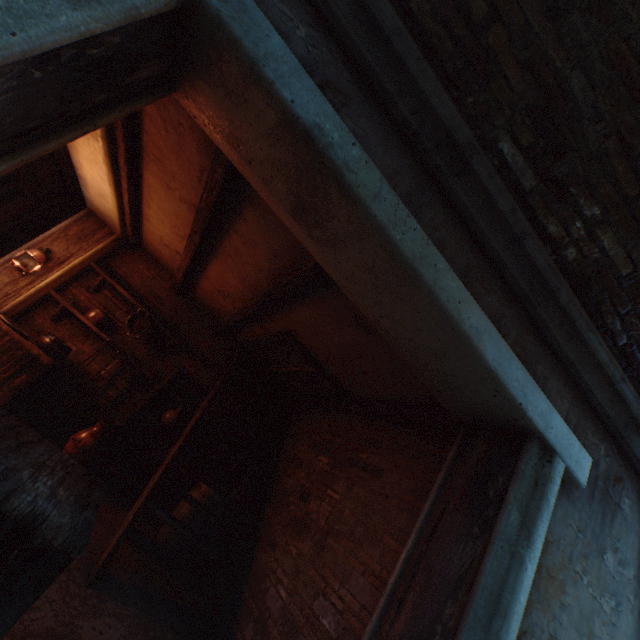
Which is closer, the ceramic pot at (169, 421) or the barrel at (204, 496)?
the barrel at (204, 496)

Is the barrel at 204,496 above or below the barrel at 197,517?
above

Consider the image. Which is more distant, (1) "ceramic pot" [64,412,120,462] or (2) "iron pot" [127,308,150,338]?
(2) "iron pot" [127,308,150,338]

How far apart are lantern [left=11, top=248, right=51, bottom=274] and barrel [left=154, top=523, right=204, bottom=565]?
3.9 meters

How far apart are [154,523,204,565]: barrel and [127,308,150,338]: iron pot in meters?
2.5

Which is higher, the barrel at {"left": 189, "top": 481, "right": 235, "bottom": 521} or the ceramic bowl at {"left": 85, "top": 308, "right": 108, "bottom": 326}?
the ceramic bowl at {"left": 85, "top": 308, "right": 108, "bottom": 326}

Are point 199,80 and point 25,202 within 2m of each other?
no

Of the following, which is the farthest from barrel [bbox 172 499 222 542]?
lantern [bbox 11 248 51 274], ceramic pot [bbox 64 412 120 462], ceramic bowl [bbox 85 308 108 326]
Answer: lantern [bbox 11 248 51 274]
